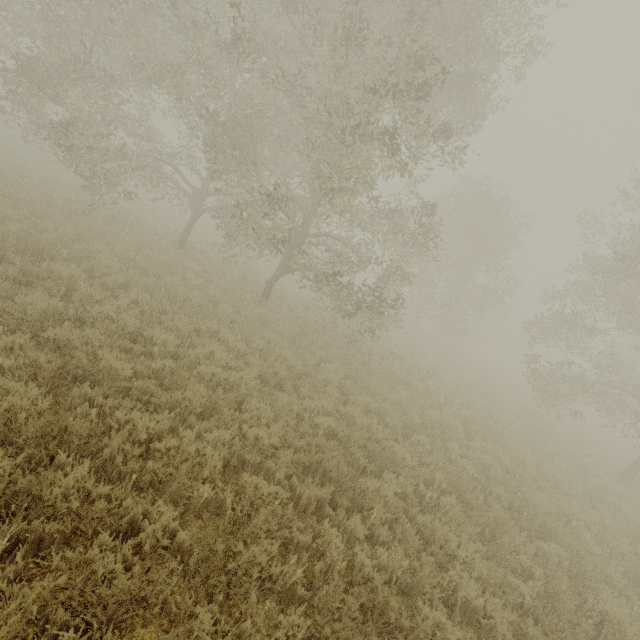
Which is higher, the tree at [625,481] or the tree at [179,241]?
the tree at [179,241]

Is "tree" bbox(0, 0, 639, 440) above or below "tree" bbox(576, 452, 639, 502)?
above

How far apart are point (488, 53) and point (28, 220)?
15.47m

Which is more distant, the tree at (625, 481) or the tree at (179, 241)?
the tree at (625, 481)

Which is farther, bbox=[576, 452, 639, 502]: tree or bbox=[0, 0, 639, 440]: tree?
bbox=[576, 452, 639, 502]: tree
